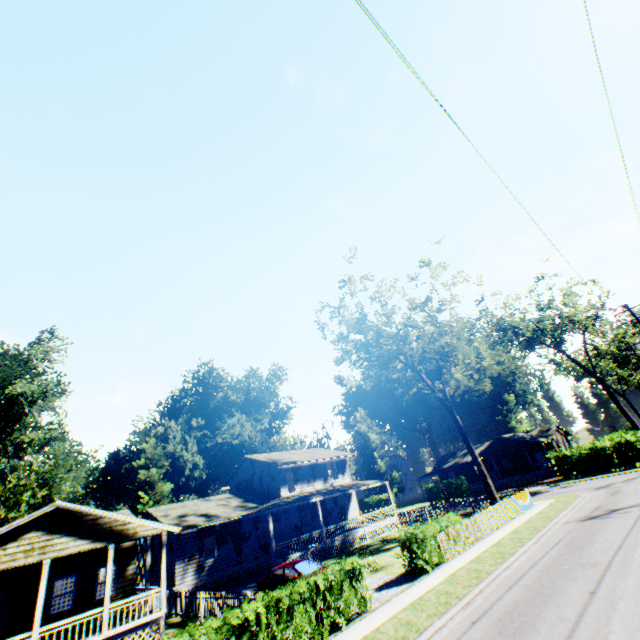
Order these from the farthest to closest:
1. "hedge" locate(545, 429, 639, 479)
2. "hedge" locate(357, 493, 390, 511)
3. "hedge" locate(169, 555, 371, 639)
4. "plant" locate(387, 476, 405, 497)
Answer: "plant" locate(387, 476, 405, 497) → "hedge" locate(357, 493, 390, 511) → "hedge" locate(545, 429, 639, 479) → "hedge" locate(169, 555, 371, 639)

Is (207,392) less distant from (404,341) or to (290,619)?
(404,341)

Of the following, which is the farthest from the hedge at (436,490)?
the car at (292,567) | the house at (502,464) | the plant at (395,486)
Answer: the car at (292,567)

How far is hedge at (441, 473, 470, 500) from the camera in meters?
45.1

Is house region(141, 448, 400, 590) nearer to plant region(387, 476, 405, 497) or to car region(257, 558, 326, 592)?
car region(257, 558, 326, 592)

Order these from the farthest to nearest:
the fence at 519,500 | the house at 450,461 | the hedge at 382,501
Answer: the house at 450,461 < the hedge at 382,501 < the fence at 519,500

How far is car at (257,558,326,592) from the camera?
16.2m

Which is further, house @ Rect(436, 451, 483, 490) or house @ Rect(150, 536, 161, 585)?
house @ Rect(436, 451, 483, 490)
